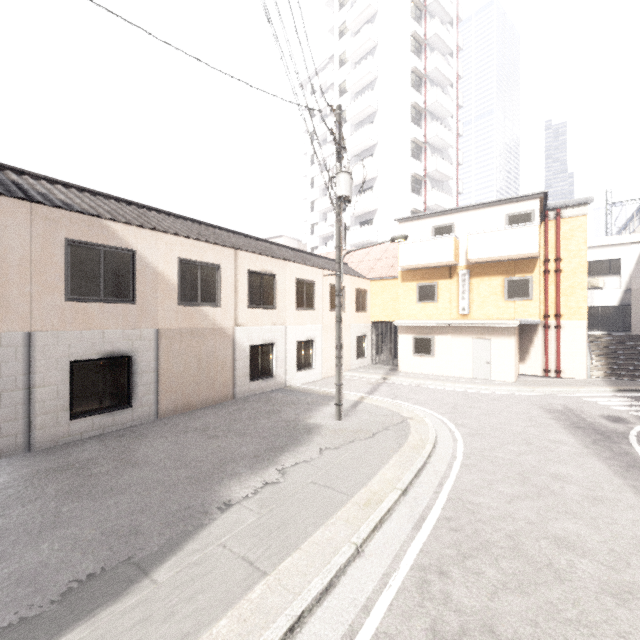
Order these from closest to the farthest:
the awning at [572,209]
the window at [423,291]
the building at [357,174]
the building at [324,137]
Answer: the awning at [572,209], the window at [423,291], the building at [357,174], the building at [324,137]

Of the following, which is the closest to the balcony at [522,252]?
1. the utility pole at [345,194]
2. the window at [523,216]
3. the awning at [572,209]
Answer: the window at [523,216]

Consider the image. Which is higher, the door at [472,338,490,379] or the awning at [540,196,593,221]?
the awning at [540,196,593,221]

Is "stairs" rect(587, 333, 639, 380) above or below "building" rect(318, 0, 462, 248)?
below

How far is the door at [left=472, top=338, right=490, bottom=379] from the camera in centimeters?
1652cm

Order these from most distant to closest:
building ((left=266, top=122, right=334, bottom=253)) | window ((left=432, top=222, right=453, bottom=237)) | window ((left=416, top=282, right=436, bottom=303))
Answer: building ((left=266, top=122, right=334, bottom=253)) → window ((left=416, top=282, right=436, bottom=303)) → window ((left=432, top=222, right=453, bottom=237))

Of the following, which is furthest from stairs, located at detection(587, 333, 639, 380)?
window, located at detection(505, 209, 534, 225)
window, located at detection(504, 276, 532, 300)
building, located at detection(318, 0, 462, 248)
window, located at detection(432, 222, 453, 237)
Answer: building, located at detection(318, 0, 462, 248)

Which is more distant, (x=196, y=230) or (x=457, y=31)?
(x=457, y=31)
